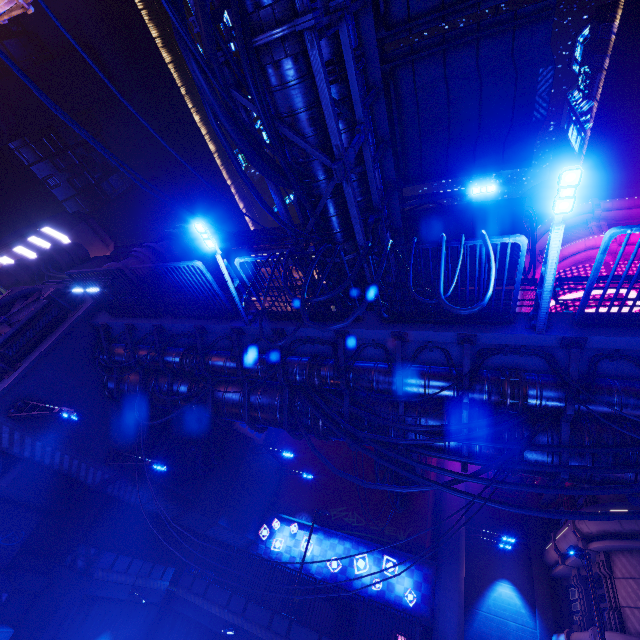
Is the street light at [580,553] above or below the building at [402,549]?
above

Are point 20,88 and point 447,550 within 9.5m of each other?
no

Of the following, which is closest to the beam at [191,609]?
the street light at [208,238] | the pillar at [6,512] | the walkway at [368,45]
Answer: the pillar at [6,512]

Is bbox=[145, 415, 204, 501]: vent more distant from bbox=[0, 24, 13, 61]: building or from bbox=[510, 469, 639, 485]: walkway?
bbox=[0, 24, 13, 61]: building

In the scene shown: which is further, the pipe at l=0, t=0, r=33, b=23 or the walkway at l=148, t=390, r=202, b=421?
the pipe at l=0, t=0, r=33, b=23

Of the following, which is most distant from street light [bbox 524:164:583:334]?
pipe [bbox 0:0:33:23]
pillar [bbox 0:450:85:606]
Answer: pillar [bbox 0:450:85:606]

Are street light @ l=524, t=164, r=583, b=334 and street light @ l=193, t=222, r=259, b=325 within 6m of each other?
no

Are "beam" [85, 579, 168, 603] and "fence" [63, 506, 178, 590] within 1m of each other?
yes
